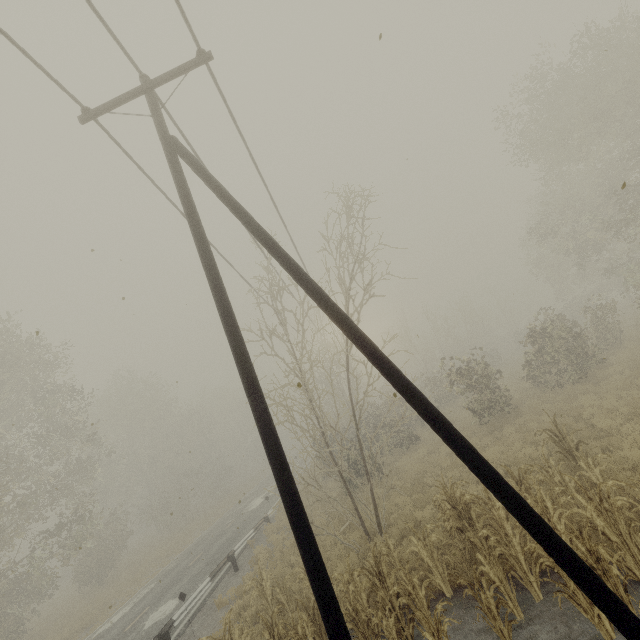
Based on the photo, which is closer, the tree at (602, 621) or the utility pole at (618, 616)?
the utility pole at (618, 616)

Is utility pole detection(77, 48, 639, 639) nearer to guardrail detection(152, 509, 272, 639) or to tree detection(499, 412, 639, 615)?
tree detection(499, 412, 639, 615)

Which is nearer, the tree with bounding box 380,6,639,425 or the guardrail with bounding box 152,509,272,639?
the guardrail with bounding box 152,509,272,639

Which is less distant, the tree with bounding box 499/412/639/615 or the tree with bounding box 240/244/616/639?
the tree with bounding box 499/412/639/615

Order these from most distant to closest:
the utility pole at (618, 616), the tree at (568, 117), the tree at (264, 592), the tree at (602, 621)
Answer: the tree at (568, 117)
the tree at (264, 592)
the tree at (602, 621)
the utility pole at (618, 616)

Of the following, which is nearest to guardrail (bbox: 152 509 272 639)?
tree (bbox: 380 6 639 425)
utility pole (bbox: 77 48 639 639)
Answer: tree (bbox: 380 6 639 425)

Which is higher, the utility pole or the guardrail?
the utility pole

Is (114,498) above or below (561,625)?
above
